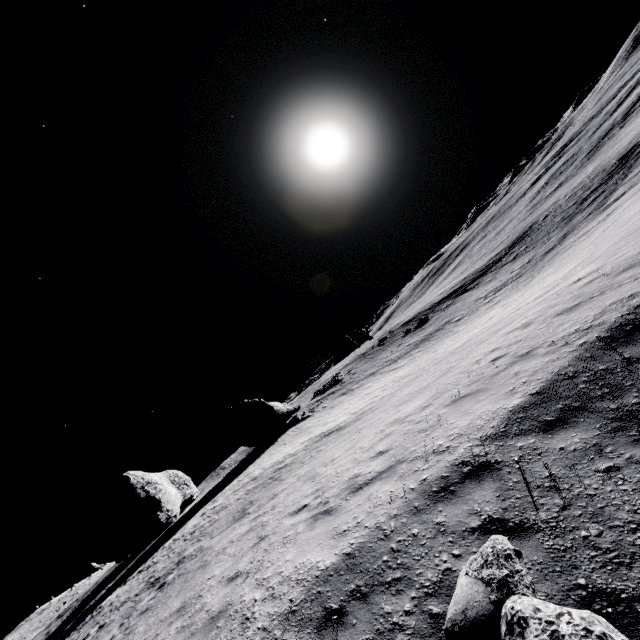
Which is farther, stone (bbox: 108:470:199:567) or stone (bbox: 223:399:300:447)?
stone (bbox: 223:399:300:447)

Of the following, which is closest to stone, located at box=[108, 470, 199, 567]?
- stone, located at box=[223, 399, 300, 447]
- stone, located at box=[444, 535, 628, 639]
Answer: stone, located at box=[223, 399, 300, 447]

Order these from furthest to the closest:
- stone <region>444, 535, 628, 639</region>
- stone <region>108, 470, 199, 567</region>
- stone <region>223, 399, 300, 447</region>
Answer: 1. stone <region>223, 399, 300, 447</region>
2. stone <region>108, 470, 199, 567</region>
3. stone <region>444, 535, 628, 639</region>

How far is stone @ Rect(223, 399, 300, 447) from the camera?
34.3 meters

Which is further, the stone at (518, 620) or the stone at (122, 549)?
the stone at (122, 549)

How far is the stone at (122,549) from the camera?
27.0 meters

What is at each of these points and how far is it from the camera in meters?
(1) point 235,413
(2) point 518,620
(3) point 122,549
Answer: (1) stone, 35.5 m
(2) stone, 2.5 m
(3) stone, 27.8 m

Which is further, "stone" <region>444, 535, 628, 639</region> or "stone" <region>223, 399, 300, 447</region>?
"stone" <region>223, 399, 300, 447</region>
